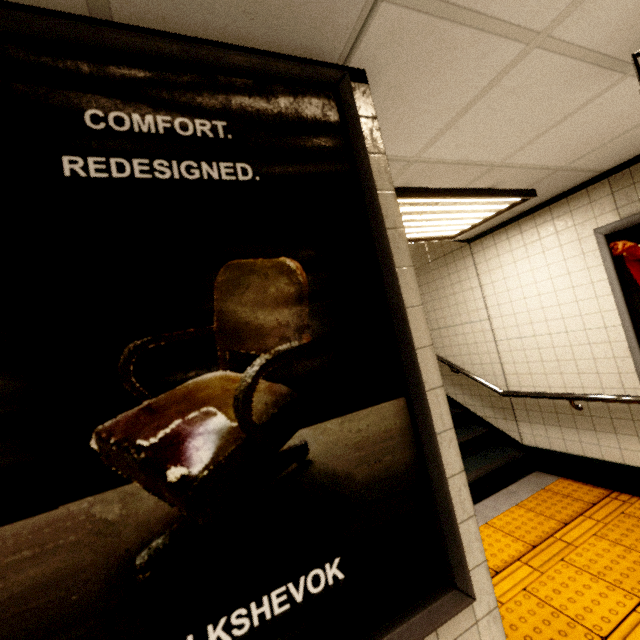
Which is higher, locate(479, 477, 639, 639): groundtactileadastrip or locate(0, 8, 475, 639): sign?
locate(0, 8, 475, 639): sign

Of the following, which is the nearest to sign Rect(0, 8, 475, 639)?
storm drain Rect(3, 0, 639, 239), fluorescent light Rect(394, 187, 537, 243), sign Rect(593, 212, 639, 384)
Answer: storm drain Rect(3, 0, 639, 239)

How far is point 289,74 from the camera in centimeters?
→ 102cm

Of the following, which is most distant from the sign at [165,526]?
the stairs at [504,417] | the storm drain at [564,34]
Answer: the stairs at [504,417]

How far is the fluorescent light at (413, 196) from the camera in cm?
240

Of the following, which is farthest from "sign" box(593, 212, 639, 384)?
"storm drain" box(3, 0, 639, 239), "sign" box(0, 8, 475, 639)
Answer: "sign" box(0, 8, 475, 639)

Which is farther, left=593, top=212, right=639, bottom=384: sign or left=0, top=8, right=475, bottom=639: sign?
left=593, top=212, right=639, bottom=384: sign

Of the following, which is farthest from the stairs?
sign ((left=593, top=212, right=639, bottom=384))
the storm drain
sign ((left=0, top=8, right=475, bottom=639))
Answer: sign ((left=0, top=8, right=475, bottom=639))
